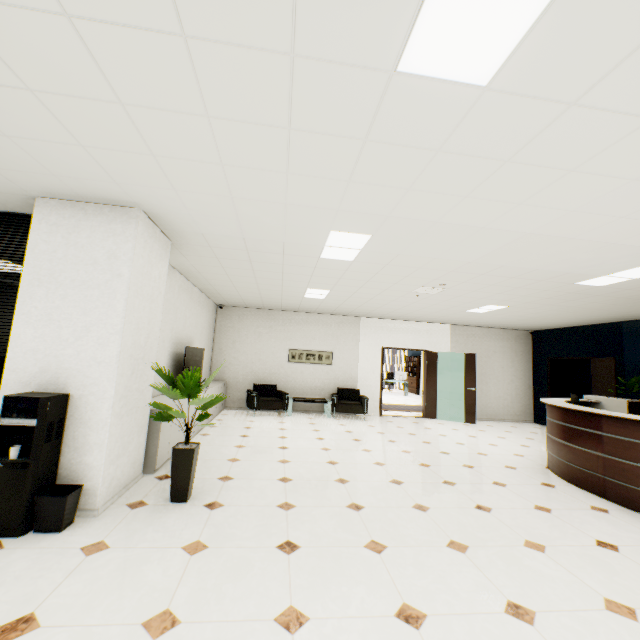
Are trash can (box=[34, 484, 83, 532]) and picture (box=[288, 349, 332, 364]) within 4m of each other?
no

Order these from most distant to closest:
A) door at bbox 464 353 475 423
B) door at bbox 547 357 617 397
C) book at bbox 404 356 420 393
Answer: book at bbox 404 356 420 393
door at bbox 464 353 475 423
door at bbox 547 357 617 397

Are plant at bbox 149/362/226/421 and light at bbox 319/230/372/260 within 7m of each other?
yes

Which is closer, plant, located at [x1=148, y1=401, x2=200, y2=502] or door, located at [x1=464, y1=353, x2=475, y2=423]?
plant, located at [x1=148, y1=401, x2=200, y2=502]

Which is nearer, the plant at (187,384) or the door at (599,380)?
the plant at (187,384)

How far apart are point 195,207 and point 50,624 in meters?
3.2

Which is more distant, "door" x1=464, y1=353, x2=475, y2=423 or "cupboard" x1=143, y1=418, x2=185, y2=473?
"door" x1=464, y1=353, x2=475, y2=423

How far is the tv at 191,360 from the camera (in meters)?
5.85
